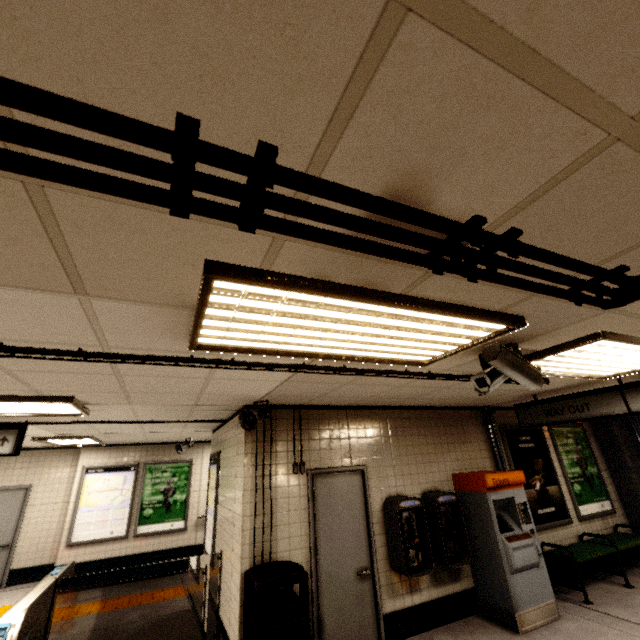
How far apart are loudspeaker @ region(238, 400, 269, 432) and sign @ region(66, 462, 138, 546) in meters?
6.7 m

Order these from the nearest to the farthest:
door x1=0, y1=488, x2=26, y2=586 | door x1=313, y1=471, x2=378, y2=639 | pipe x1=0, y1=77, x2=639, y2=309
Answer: pipe x1=0, y1=77, x2=639, y2=309 < door x1=313, y1=471, x2=378, y2=639 < door x1=0, y1=488, x2=26, y2=586

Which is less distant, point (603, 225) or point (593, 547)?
point (603, 225)

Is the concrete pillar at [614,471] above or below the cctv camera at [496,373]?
below

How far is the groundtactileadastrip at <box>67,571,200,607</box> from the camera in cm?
631

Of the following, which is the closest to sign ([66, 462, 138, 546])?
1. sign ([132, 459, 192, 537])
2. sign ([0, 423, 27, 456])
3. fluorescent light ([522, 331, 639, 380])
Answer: sign ([132, 459, 192, 537])

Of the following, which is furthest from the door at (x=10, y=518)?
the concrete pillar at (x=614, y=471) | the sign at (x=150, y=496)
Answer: the concrete pillar at (x=614, y=471)

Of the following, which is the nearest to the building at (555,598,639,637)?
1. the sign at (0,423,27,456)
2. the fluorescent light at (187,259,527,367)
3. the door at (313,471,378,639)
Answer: the door at (313,471,378,639)
